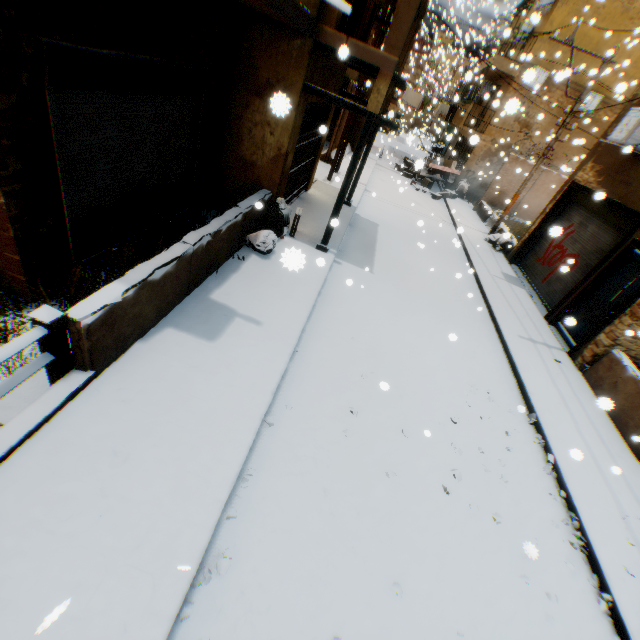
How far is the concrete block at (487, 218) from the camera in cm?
1645

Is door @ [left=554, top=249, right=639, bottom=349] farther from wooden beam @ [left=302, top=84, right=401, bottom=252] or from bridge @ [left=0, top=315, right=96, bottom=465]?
bridge @ [left=0, top=315, right=96, bottom=465]

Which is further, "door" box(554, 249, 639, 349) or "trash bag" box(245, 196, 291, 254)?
"door" box(554, 249, 639, 349)

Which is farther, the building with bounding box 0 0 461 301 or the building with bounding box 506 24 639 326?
the building with bounding box 506 24 639 326

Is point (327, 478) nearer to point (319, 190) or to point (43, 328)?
point (43, 328)

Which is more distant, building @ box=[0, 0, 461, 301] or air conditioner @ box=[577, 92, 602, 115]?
air conditioner @ box=[577, 92, 602, 115]

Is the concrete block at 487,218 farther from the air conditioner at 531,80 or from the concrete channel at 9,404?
the concrete channel at 9,404

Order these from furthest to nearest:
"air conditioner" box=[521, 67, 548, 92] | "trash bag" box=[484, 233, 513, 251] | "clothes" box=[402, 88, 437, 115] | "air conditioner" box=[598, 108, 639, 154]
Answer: "clothes" box=[402, 88, 437, 115] → "trash bag" box=[484, 233, 513, 251] → "air conditioner" box=[598, 108, 639, 154] → "air conditioner" box=[521, 67, 548, 92]
